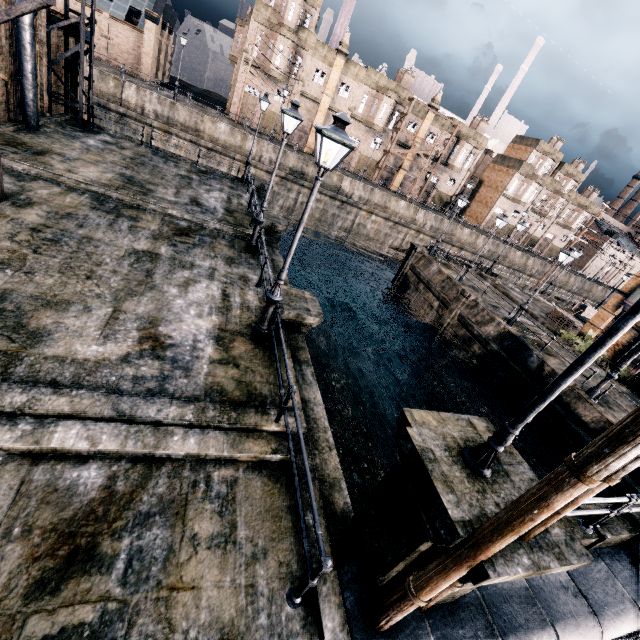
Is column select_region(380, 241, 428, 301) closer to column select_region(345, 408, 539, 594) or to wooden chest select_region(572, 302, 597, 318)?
wooden chest select_region(572, 302, 597, 318)

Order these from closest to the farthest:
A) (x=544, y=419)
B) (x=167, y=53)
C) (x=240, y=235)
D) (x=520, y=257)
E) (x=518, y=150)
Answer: (x=240, y=235) → (x=544, y=419) → (x=167, y=53) → (x=520, y=257) → (x=518, y=150)

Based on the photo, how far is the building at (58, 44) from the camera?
17.3m

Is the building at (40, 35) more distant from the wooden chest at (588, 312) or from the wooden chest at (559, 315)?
the wooden chest at (588, 312)

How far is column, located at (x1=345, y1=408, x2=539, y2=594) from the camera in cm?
398

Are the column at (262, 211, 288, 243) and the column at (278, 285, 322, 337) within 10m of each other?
yes

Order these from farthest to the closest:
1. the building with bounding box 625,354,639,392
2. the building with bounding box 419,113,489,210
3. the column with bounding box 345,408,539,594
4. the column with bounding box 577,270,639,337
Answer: the building with bounding box 419,113,489,210 < the column with bounding box 577,270,639,337 < the building with bounding box 625,354,639,392 < the column with bounding box 345,408,539,594

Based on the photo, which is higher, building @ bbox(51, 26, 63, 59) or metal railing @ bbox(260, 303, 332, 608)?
building @ bbox(51, 26, 63, 59)
